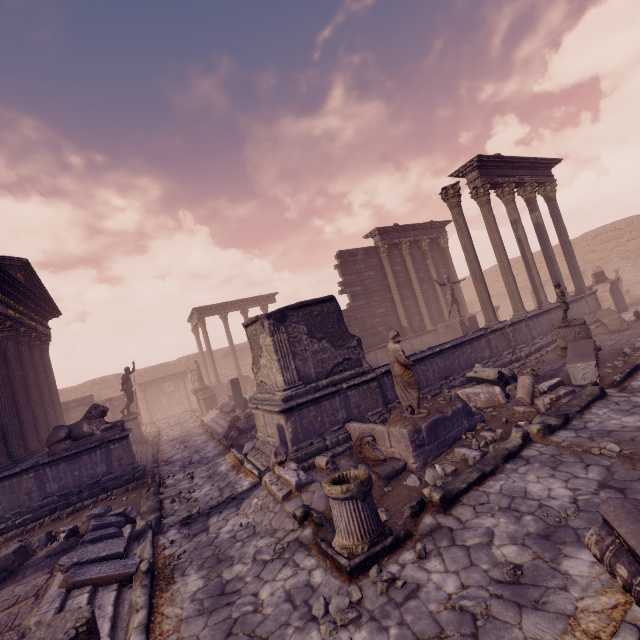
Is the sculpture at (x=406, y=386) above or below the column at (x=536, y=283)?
below

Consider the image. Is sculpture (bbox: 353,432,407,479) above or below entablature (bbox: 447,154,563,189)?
below

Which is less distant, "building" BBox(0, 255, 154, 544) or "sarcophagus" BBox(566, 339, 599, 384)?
"sarcophagus" BBox(566, 339, 599, 384)

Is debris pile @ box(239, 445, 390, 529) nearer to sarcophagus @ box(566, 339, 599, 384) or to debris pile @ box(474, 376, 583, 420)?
debris pile @ box(474, 376, 583, 420)

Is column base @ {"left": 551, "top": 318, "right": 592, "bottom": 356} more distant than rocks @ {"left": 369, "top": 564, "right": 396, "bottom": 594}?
Yes

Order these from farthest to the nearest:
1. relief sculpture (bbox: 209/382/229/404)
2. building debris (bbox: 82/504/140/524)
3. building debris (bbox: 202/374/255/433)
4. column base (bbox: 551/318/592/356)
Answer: relief sculpture (bbox: 209/382/229/404), building debris (bbox: 202/374/255/433), column base (bbox: 551/318/592/356), building debris (bbox: 82/504/140/524)

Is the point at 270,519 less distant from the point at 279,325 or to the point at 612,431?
the point at 279,325

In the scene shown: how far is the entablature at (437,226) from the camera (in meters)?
18.67
